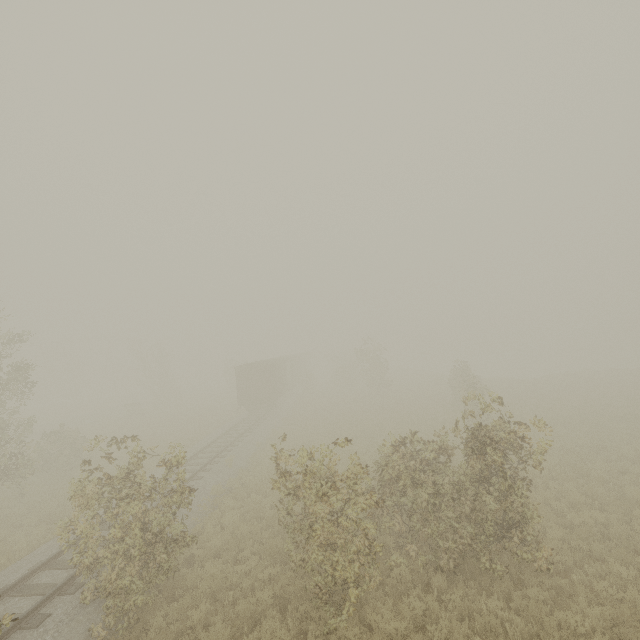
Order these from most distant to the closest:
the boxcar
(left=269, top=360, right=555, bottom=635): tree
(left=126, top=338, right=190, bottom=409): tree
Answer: (left=126, top=338, right=190, bottom=409): tree < the boxcar < (left=269, top=360, right=555, bottom=635): tree

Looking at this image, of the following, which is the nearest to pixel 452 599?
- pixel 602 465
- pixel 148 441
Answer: pixel 602 465

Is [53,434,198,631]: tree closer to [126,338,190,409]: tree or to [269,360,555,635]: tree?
[269,360,555,635]: tree

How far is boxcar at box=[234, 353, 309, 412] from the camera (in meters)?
30.00

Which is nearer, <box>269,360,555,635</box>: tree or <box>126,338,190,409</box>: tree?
<box>269,360,555,635</box>: tree

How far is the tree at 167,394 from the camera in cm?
4297

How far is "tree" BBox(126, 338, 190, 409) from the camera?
42.97m

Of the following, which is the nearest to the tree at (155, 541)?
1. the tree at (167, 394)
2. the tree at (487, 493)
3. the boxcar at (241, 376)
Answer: the boxcar at (241, 376)
